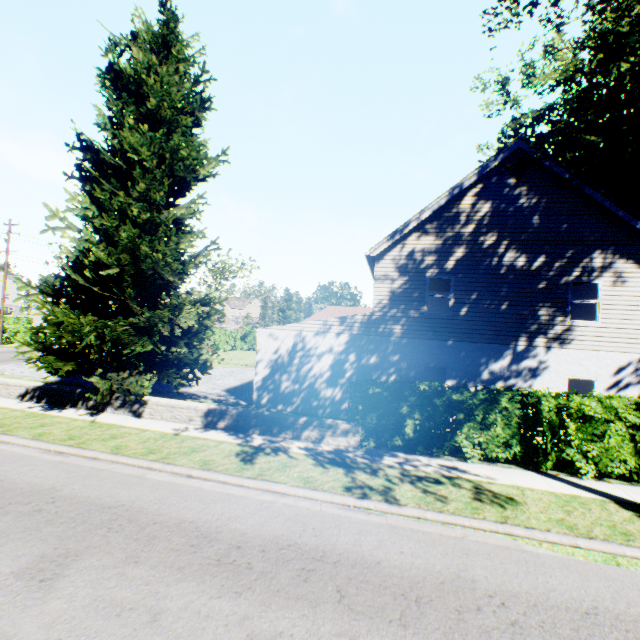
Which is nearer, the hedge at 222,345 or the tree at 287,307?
the hedge at 222,345

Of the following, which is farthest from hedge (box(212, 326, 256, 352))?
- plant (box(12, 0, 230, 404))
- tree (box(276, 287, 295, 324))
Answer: plant (box(12, 0, 230, 404))

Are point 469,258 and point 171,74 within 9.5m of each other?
no

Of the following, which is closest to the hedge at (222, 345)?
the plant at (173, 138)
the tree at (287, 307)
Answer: the tree at (287, 307)

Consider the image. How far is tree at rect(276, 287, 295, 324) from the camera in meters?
58.2

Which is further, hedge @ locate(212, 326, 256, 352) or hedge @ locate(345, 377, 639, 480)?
hedge @ locate(212, 326, 256, 352)

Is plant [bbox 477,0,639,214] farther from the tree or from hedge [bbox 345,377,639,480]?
hedge [bbox 345,377,639,480]

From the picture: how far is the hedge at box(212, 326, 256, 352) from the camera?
37.69m
